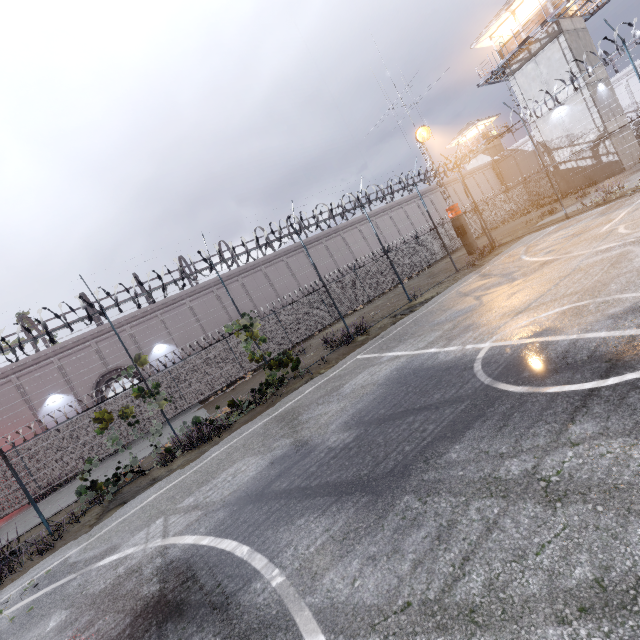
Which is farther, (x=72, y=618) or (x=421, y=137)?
(x=421, y=137)

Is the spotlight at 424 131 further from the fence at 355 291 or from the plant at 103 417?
the plant at 103 417

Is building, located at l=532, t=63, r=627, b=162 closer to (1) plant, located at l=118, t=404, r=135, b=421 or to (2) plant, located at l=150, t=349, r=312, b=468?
(2) plant, located at l=150, t=349, r=312, b=468

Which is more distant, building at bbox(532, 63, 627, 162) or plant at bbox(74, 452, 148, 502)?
building at bbox(532, 63, 627, 162)

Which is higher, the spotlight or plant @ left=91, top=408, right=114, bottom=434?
the spotlight

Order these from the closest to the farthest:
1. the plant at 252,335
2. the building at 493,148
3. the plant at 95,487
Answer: the plant at 95,487, the plant at 252,335, the building at 493,148

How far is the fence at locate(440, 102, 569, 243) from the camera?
16.02m

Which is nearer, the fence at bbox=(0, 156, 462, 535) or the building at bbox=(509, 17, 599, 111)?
the fence at bbox=(0, 156, 462, 535)
